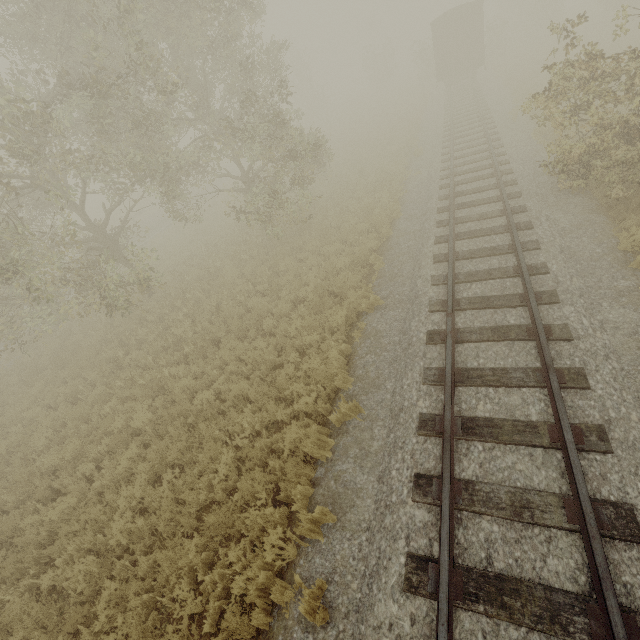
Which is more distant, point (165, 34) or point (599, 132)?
point (165, 34)

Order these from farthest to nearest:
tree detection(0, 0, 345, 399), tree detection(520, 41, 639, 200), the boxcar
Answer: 1. the boxcar
2. tree detection(0, 0, 345, 399)
3. tree detection(520, 41, 639, 200)

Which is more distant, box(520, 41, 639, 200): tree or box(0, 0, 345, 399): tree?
box(0, 0, 345, 399): tree

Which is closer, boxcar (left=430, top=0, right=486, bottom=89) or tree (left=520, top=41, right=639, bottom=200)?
tree (left=520, top=41, right=639, bottom=200)

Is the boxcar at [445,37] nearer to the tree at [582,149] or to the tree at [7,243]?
the tree at [582,149]

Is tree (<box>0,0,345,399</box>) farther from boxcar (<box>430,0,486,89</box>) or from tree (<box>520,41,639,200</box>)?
boxcar (<box>430,0,486,89</box>)

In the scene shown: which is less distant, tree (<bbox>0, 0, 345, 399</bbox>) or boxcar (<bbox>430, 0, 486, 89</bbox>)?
tree (<bbox>0, 0, 345, 399</bbox>)
